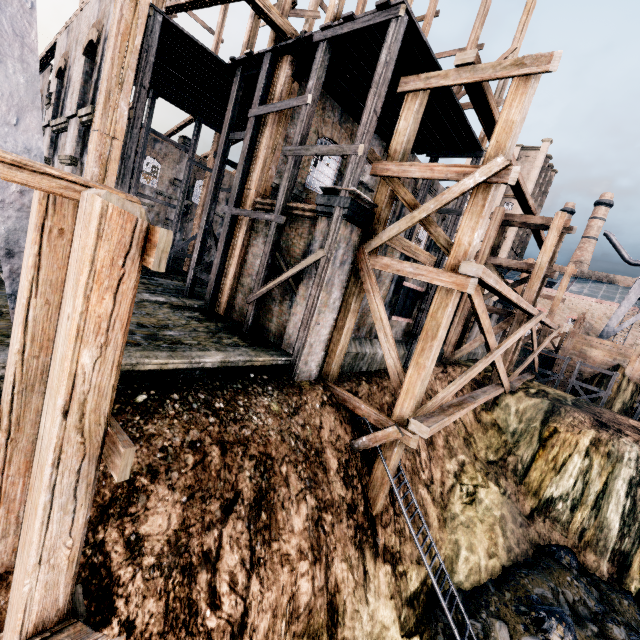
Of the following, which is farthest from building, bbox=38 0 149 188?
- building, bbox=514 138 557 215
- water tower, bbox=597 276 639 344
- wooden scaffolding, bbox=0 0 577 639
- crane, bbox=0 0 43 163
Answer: building, bbox=514 138 557 215

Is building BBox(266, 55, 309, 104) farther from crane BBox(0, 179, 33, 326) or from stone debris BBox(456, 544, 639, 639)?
stone debris BBox(456, 544, 639, 639)

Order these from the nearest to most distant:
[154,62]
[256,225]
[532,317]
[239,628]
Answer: [239,628] < [256,225] < [154,62] < [532,317]

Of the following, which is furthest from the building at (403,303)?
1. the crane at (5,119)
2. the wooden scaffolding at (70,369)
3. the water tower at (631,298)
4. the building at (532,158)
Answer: the building at (532,158)

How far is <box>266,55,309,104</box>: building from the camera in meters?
12.7

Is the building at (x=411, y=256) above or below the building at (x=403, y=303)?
above

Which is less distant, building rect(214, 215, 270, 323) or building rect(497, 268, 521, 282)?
building rect(214, 215, 270, 323)

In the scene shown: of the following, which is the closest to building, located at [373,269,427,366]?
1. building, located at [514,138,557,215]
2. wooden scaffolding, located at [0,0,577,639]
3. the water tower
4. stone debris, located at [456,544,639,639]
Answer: wooden scaffolding, located at [0,0,577,639]
